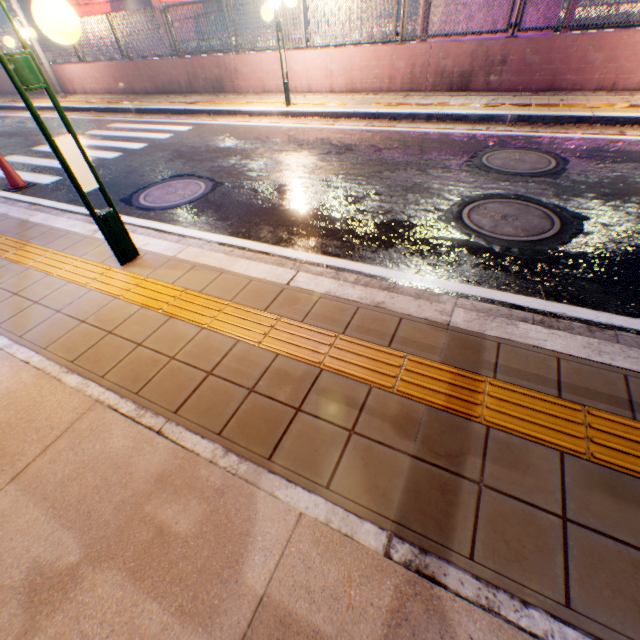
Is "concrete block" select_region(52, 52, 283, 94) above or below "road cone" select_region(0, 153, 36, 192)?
above

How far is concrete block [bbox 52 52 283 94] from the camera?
9.83m

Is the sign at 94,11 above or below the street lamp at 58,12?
above

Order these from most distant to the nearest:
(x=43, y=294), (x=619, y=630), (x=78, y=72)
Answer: (x=78, y=72), (x=43, y=294), (x=619, y=630)

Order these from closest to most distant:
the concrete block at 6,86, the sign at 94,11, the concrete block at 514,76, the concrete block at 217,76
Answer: the concrete block at 514,76 < the concrete block at 217,76 < the concrete block at 6,86 < the sign at 94,11

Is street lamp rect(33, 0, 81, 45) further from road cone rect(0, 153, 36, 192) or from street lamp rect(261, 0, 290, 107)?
street lamp rect(261, 0, 290, 107)

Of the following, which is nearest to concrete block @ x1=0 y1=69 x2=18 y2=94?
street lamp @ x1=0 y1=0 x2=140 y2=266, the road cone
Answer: the road cone

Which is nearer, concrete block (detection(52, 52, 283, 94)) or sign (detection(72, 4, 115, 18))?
concrete block (detection(52, 52, 283, 94))
